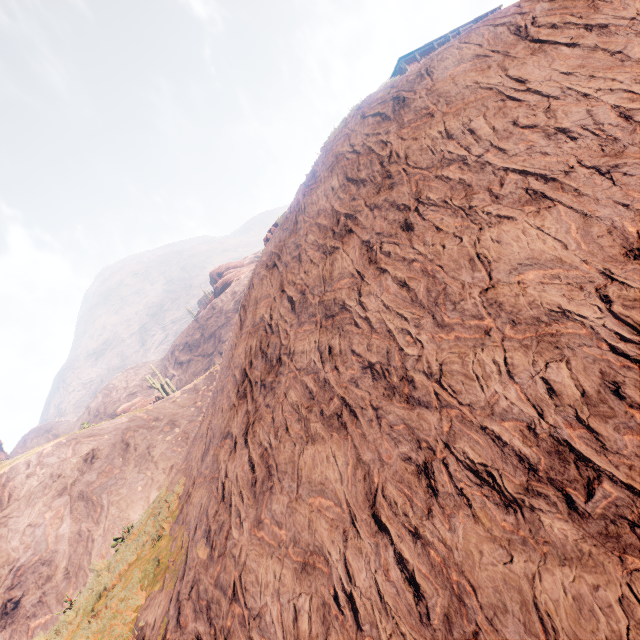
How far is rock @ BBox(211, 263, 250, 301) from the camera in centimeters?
5581cm

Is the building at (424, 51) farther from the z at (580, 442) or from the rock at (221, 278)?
the rock at (221, 278)

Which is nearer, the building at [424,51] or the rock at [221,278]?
the building at [424,51]

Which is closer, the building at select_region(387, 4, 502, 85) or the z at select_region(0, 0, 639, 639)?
the z at select_region(0, 0, 639, 639)

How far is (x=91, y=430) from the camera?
25.6 meters

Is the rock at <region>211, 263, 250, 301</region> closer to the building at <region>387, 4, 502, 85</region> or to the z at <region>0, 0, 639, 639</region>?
the z at <region>0, 0, 639, 639</region>

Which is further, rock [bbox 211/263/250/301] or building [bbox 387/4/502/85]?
rock [bbox 211/263/250/301]
